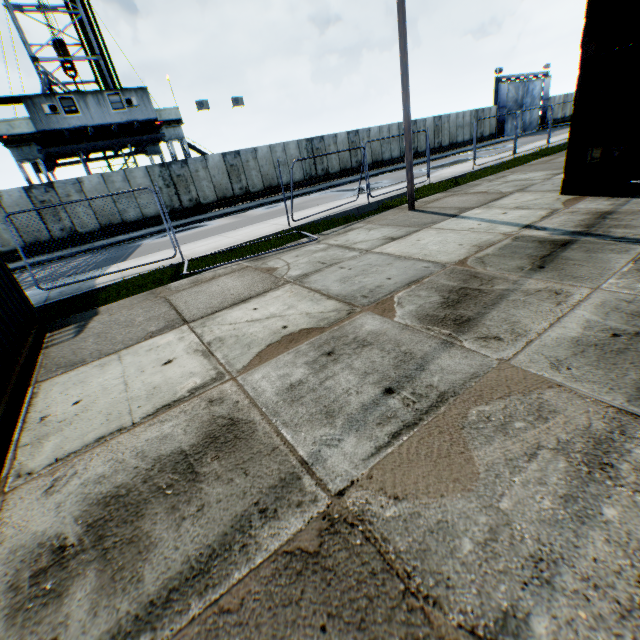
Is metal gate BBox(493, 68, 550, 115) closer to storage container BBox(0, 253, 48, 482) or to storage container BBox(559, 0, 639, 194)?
storage container BBox(559, 0, 639, 194)

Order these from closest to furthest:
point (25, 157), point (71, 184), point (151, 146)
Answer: point (71, 184) < point (25, 157) < point (151, 146)

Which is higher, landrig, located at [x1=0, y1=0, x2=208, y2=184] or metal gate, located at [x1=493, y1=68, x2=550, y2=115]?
landrig, located at [x1=0, y1=0, x2=208, y2=184]

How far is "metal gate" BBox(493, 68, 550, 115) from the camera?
35.8m

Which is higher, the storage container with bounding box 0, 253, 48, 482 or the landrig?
the landrig

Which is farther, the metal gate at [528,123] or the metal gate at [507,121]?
the metal gate at [528,123]

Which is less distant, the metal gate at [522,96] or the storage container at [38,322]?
the storage container at [38,322]
